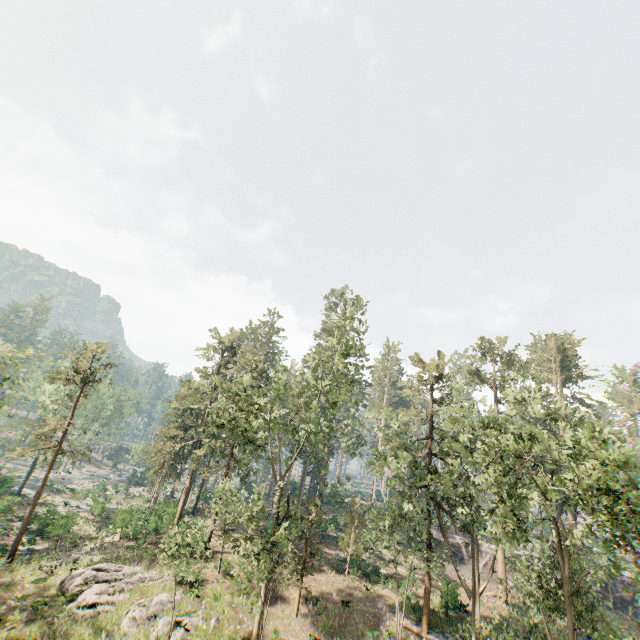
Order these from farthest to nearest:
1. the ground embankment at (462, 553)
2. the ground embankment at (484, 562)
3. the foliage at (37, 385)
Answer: the ground embankment at (462, 553) < the ground embankment at (484, 562) < the foliage at (37, 385)

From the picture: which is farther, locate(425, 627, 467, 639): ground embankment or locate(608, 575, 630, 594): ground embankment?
locate(608, 575, 630, 594): ground embankment

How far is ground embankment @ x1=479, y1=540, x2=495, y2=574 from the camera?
42.68m

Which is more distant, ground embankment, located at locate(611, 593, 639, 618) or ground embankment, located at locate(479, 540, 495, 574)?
ground embankment, located at locate(479, 540, 495, 574)

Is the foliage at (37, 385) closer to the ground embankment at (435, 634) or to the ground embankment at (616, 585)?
the ground embankment at (435, 634)

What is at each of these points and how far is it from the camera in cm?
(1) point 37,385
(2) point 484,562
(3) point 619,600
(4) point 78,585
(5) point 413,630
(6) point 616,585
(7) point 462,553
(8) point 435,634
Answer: (1) foliage, 4741
(2) ground embankment, 4338
(3) ground embankment, 3897
(4) foliage, 2242
(5) ground embankment, 2342
(6) ground embankment, 3991
(7) ground embankment, 4441
(8) ground embankment, 2317
